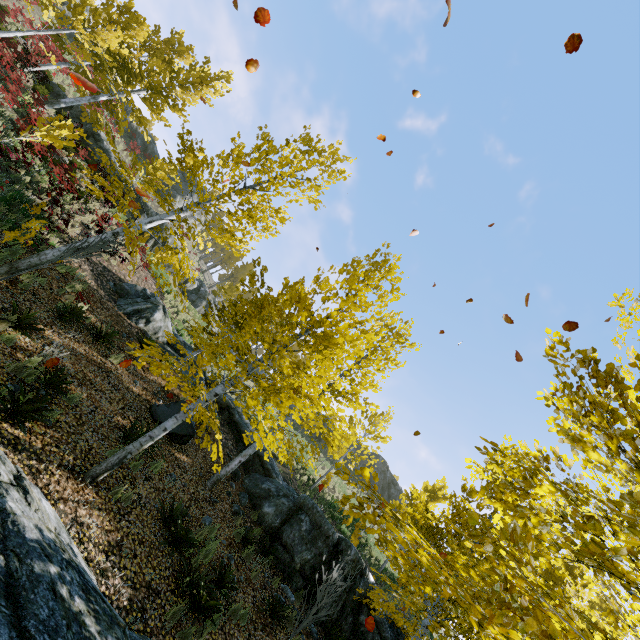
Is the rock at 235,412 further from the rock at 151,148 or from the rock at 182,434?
the rock at 151,148

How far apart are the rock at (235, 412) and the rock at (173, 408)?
3.66m

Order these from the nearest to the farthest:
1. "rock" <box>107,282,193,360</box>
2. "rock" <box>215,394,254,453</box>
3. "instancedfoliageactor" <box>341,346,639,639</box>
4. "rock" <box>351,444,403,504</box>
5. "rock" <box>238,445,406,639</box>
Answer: "instancedfoliageactor" <box>341,346,639,639</box> → "rock" <box>238,445,406,639</box> → "rock" <box>107,282,193,360</box> → "rock" <box>215,394,254,453</box> → "rock" <box>351,444,403,504</box>

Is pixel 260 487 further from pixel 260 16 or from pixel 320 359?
pixel 260 16

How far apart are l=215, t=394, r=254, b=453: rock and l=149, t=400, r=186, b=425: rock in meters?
3.7

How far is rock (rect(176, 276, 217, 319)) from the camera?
26.8m

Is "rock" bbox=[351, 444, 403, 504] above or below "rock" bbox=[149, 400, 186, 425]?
above
